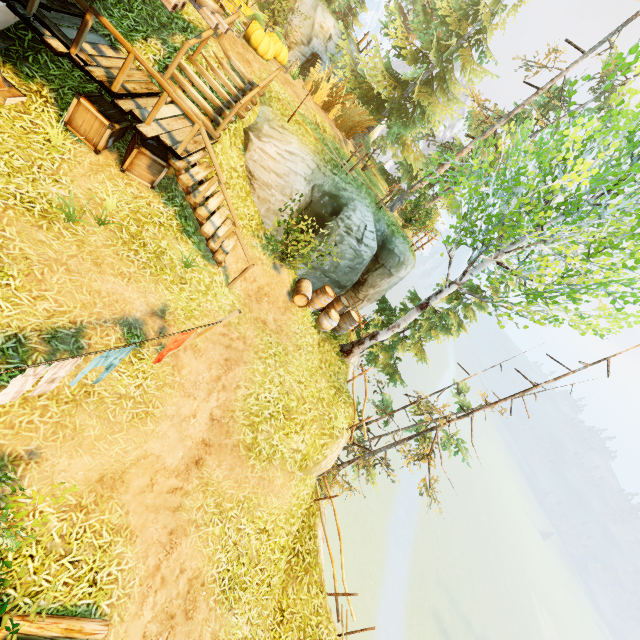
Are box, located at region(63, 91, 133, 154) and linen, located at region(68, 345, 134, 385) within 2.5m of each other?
no

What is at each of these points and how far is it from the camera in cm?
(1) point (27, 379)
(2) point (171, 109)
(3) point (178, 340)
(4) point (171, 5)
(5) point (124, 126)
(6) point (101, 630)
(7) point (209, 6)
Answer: (1) linen, 375
(2) wooden platform, 804
(3) linen, 564
(4) wooden platform, 554
(5) box, 730
(6) log, 455
(7) wooden platform, 736

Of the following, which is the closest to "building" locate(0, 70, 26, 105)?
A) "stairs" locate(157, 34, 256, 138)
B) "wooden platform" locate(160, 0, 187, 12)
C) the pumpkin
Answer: "wooden platform" locate(160, 0, 187, 12)

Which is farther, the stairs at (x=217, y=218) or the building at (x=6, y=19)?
the stairs at (x=217, y=218)

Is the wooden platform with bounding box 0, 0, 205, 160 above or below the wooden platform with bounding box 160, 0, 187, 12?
below

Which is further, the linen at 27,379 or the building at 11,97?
the building at 11,97

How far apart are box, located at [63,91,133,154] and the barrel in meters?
7.2 m

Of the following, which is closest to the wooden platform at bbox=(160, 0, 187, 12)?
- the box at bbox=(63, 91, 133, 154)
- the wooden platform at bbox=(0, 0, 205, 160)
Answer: the wooden platform at bbox=(0, 0, 205, 160)
